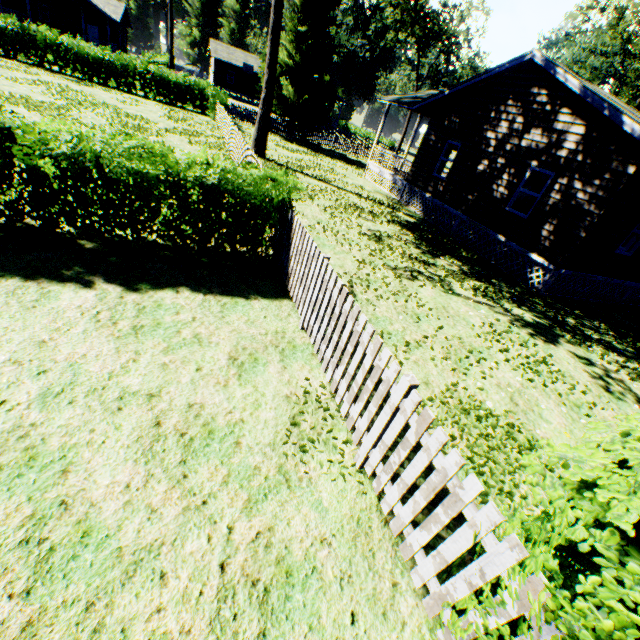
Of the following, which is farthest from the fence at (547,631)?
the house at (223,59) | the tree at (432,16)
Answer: the house at (223,59)

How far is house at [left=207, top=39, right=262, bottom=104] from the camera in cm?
4941

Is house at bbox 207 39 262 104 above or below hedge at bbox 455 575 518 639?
above

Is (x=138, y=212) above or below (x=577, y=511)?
below

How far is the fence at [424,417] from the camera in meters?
2.2

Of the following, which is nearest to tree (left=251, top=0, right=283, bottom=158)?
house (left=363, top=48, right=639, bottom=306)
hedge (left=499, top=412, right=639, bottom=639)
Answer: house (left=363, top=48, right=639, bottom=306)

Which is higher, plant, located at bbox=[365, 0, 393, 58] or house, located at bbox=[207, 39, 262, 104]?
plant, located at bbox=[365, 0, 393, 58]

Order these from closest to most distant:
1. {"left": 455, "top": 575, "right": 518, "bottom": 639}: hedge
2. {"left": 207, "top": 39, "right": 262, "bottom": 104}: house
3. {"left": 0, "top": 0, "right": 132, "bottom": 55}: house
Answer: {"left": 455, "top": 575, "right": 518, "bottom": 639}: hedge → {"left": 0, "top": 0, "right": 132, "bottom": 55}: house → {"left": 207, "top": 39, "right": 262, "bottom": 104}: house
